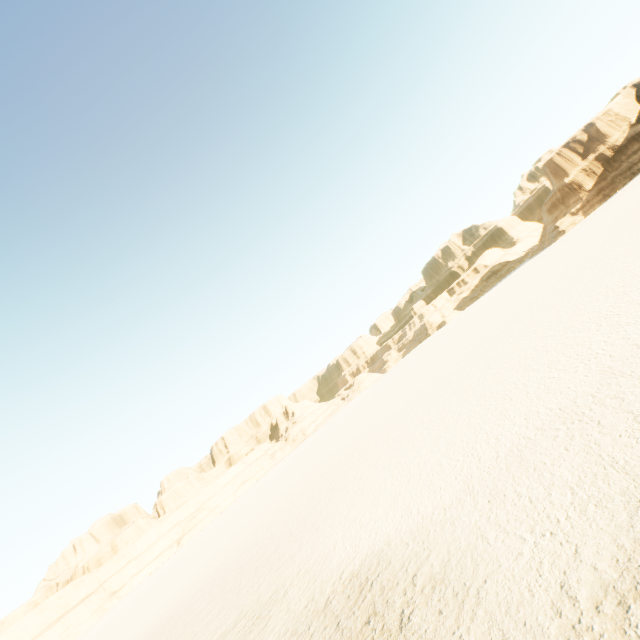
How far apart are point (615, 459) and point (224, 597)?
19.7m
